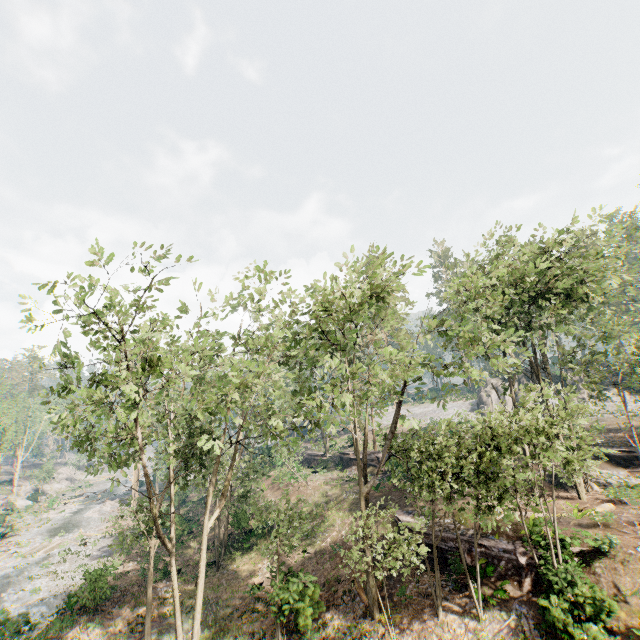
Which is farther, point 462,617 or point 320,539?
point 320,539

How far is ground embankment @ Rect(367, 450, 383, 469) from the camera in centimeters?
3503cm

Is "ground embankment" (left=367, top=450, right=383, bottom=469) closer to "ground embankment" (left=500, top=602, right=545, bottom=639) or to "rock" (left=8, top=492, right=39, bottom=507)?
"ground embankment" (left=500, top=602, right=545, bottom=639)

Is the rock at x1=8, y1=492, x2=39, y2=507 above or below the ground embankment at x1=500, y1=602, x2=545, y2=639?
below

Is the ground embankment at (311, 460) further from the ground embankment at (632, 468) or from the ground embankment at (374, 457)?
the ground embankment at (632, 468)

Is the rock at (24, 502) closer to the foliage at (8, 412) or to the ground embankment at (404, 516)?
the foliage at (8, 412)

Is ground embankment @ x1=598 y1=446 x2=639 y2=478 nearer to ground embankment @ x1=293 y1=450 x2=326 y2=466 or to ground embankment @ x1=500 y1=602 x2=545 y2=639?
ground embankment @ x1=500 y1=602 x2=545 y2=639

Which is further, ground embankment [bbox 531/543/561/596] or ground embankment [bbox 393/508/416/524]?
ground embankment [bbox 393/508/416/524]
